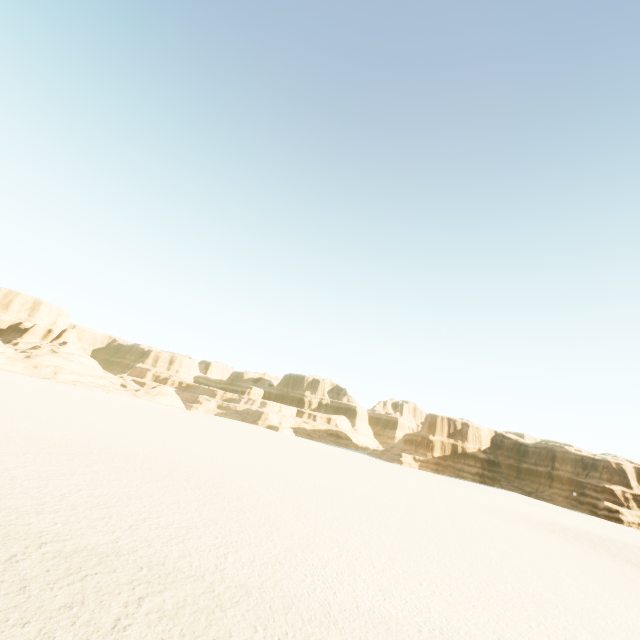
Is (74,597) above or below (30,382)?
below
